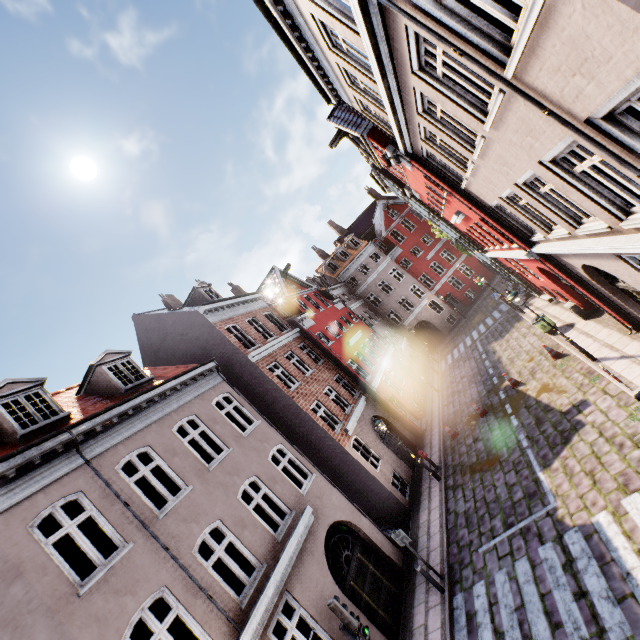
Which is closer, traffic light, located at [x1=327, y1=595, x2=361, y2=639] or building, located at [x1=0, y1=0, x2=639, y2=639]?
building, located at [x1=0, y1=0, x2=639, y2=639]

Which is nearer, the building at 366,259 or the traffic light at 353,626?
the building at 366,259

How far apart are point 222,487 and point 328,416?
12.51m
